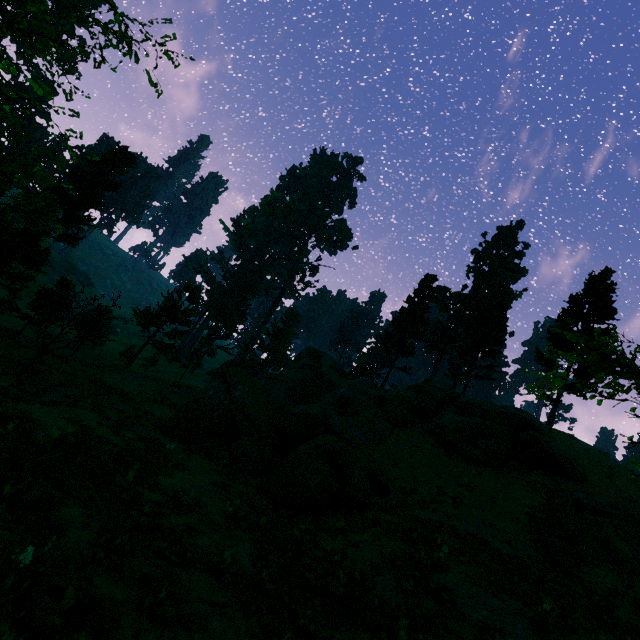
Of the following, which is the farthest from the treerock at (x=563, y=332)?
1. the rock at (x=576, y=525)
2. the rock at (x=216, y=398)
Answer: the rock at (x=576, y=525)

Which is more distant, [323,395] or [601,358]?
[323,395]

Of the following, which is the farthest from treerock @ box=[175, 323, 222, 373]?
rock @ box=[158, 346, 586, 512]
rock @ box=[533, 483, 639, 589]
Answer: rock @ box=[533, 483, 639, 589]

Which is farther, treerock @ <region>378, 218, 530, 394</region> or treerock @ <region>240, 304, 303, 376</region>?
treerock @ <region>240, 304, 303, 376</region>

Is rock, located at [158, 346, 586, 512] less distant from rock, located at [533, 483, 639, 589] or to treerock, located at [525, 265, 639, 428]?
rock, located at [533, 483, 639, 589]
